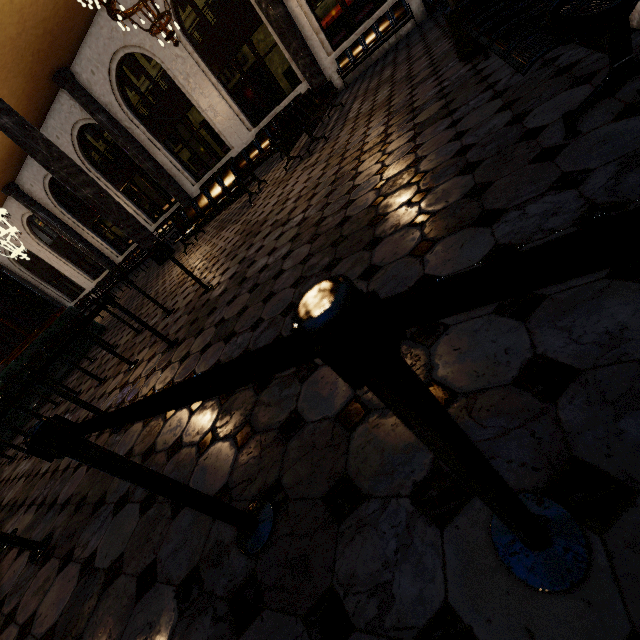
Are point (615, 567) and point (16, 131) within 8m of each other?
no
